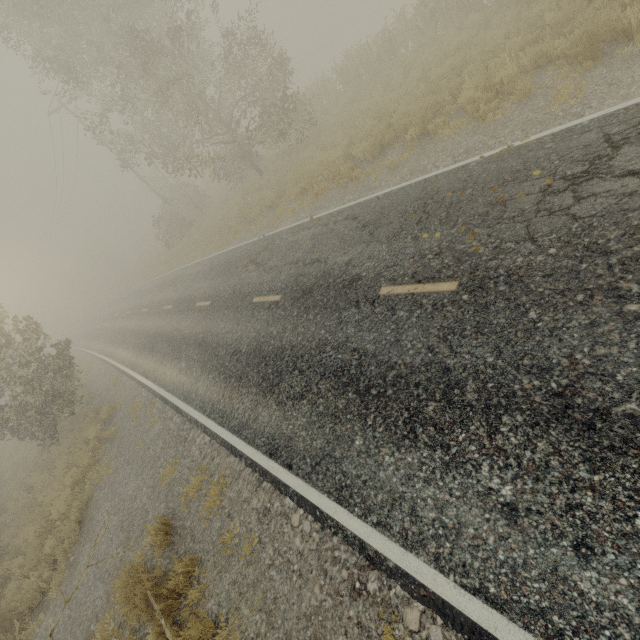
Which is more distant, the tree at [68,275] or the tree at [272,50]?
the tree at [68,275]

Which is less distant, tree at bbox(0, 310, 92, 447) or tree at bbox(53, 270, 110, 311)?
tree at bbox(0, 310, 92, 447)

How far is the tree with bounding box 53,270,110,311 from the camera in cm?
5256

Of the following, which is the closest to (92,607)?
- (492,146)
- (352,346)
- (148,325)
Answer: Answer: (352,346)
